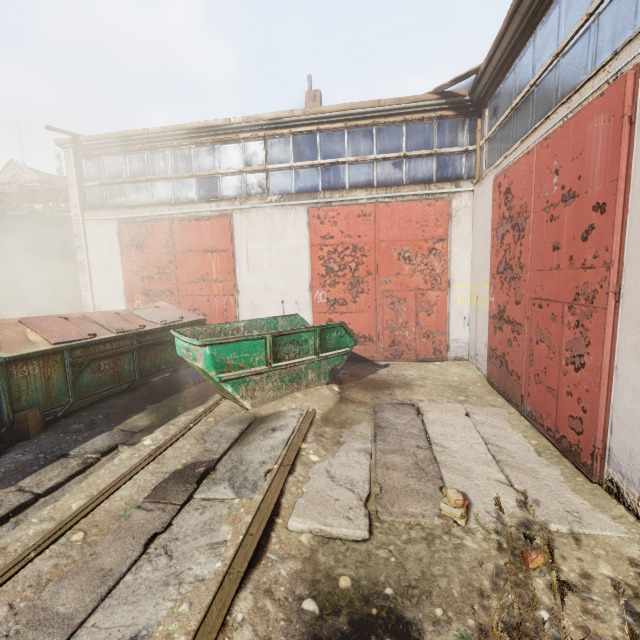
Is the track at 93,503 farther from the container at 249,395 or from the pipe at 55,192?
the pipe at 55,192

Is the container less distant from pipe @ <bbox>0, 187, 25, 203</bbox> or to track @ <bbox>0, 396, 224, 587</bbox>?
track @ <bbox>0, 396, 224, 587</bbox>

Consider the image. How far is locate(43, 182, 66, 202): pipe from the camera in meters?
11.3

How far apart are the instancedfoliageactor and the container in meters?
3.4

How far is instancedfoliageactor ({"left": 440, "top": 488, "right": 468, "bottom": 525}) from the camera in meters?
3.1

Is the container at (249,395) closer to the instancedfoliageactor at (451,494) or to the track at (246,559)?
the track at (246,559)

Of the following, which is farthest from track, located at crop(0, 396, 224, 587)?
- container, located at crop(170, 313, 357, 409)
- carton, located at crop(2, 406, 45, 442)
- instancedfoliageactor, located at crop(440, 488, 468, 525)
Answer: carton, located at crop(2, 406, 45, 442)

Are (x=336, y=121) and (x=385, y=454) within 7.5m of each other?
no
